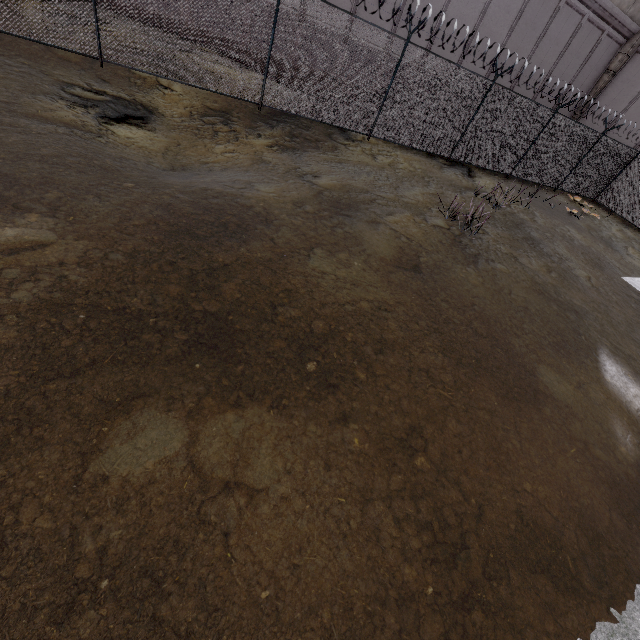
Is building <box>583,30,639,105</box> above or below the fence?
above

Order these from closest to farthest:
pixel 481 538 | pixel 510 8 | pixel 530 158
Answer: pixel 481 538, pixel 530 158, pixel 510 8

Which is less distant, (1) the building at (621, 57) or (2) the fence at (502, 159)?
(2) the fence at (502, 159)

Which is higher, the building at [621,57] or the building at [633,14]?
the building at [633,14]

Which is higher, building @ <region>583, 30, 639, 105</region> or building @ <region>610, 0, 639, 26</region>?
Answer: building @ <region>610, 0, 639, 26</region>

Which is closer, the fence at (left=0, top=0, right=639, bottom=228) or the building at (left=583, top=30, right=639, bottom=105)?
the fence at (left=0, top=0, right=639, bottom=228)
